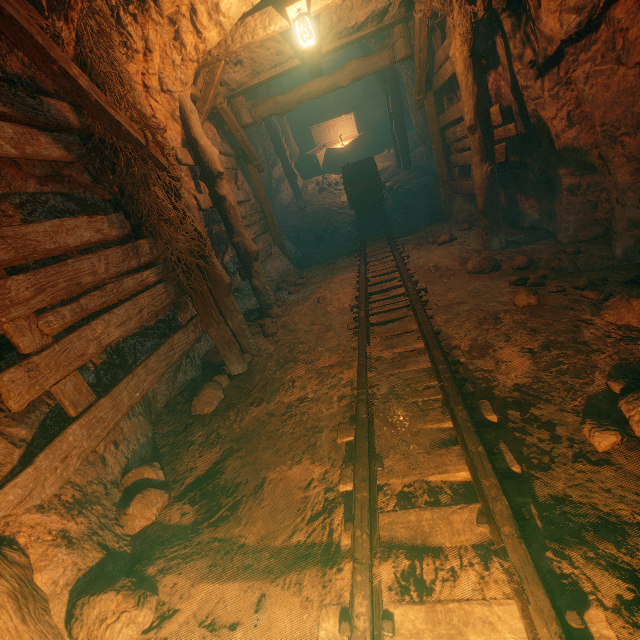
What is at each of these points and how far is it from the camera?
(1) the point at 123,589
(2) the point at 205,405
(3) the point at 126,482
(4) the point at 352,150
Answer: (1) instancedfoliageactor, 1.71m
(2) instancedfoliageactor, 3.62m
(3) instancedfoliageactor, 2.69m
(4) wooden box, 13.83m

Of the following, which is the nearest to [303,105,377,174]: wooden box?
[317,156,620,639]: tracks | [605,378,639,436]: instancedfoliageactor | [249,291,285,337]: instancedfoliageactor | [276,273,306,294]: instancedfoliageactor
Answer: [317,156,620,639]: tracks

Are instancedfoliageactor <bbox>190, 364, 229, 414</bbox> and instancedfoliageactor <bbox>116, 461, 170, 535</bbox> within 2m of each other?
yes

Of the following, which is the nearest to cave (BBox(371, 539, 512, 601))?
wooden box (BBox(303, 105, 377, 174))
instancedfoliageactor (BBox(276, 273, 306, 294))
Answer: instancedfoliageactor (BBox(276, 273, 306, 294))

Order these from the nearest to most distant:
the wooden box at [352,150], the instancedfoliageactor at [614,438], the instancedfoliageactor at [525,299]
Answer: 1. the instancedfoliageactor at [614,438]
2. the instancedfoliageactor at [525,299]
3. the wooden box at [352,150]

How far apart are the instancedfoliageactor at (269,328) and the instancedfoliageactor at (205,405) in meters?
1.2

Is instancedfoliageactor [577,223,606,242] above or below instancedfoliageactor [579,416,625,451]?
below

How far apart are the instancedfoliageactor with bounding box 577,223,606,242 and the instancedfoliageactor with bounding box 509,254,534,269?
0.7 meters
